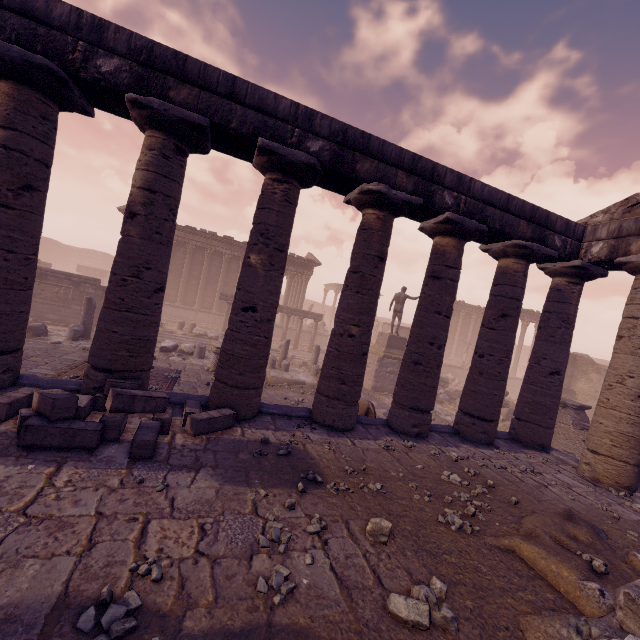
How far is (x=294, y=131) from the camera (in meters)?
6.41

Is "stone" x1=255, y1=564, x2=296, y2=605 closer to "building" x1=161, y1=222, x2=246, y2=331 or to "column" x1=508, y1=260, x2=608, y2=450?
"column" x1=508, y1=260, x2=608, y2=450

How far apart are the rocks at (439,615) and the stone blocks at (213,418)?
3.7 meters

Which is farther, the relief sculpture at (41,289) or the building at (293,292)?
the building at (293,292)

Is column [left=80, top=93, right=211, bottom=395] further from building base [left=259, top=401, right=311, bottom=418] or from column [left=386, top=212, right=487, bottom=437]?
column [left=386, top=212, right=487, bottom=437]

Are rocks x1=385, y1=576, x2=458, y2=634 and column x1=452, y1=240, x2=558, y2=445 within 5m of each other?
no

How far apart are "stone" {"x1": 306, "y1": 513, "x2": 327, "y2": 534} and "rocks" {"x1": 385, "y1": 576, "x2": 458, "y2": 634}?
1.0m

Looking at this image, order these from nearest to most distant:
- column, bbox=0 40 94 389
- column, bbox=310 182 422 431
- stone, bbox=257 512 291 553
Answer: stone, bbox=257 512 291 553
column, bbox=0 40 94 389
column, bbox=310 182 422 431
